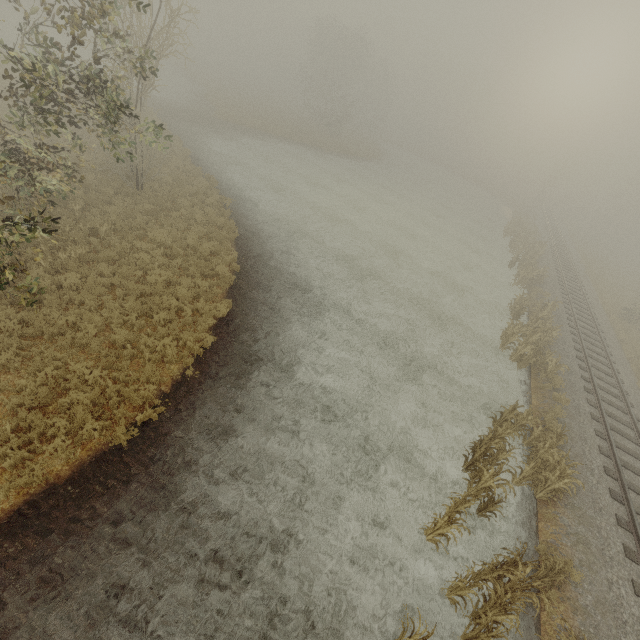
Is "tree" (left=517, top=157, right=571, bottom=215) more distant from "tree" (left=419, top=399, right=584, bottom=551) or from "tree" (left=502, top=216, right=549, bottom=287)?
"tree" (left=419, top=399, right=584, bottom=551)

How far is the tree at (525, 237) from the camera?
24.9m

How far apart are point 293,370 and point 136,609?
7.1 meters

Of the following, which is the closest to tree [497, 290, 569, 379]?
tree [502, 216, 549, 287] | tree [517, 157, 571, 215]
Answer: tree [502, 216, 549, 287]

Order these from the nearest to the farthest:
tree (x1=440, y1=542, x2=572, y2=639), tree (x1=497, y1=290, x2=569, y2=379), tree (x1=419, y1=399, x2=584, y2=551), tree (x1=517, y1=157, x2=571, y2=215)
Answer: tree (x1=440, y1=542, x2=572, y2=639)
tree (x1=419, y1=399, x2=584, y2=551)
tree (x1=497, y1=290, x2=569, y2=379)
tree (x1=517, y1=157, x2=571, y2=215)

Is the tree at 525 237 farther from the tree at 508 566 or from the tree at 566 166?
the tree at 508 566
